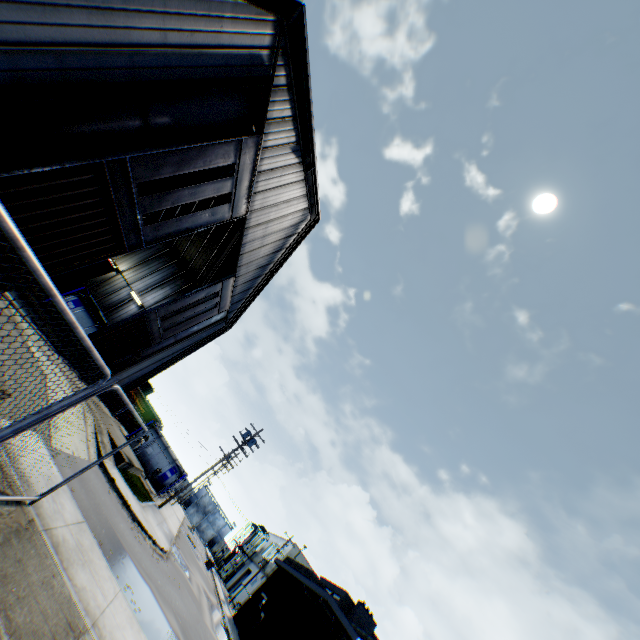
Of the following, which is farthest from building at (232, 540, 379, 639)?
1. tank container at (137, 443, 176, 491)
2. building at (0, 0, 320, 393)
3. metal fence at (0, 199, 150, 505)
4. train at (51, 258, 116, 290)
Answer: train at (51, 258, 116, 290)

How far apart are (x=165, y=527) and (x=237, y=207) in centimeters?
2195cm

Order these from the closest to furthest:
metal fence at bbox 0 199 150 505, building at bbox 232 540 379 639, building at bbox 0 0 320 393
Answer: metal fence at bbox 0 199 150 505 < building at bbox 0 0 320 393 < building at bbox 232 540 379 639

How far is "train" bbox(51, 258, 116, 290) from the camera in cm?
1750

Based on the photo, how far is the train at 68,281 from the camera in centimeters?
1750cm

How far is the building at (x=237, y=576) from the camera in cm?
4769

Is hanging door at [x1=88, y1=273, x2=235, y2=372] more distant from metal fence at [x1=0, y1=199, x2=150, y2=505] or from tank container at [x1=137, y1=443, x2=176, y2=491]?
tank container at [x1=137, y1=443, x2=176, y2=491]

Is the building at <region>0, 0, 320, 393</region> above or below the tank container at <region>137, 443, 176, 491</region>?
above
